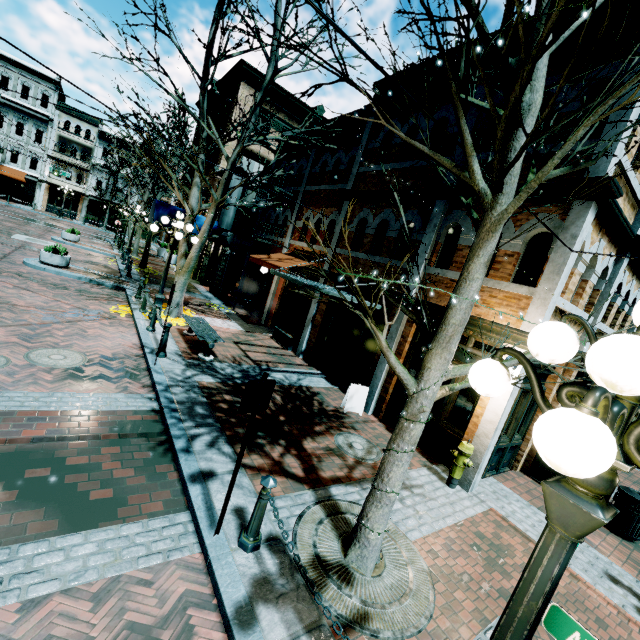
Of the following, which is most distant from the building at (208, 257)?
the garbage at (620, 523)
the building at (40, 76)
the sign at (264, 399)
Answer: the building at (40, 76)

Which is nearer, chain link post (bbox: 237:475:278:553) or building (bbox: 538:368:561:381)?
chain link post (bbox: 237:475:278:553)

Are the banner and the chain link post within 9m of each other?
no

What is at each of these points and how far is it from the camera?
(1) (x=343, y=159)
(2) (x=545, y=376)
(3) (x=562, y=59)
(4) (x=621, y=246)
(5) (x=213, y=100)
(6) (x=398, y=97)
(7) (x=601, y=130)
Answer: (1) building, 12.8 meters
(2) building, 7.9 meters
(3) building, 6.4 meters
(4) building, 7.4 meters
(5) building, 24.6 meters
(6) building, 9.8 meters
(7) building, 5.9 meters

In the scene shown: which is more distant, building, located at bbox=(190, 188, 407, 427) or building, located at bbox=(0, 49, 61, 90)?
building, located at bbox=(0, 49, 61, 90)

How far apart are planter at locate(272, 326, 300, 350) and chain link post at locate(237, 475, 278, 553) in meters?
8.5

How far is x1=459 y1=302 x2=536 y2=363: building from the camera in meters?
6.1 m

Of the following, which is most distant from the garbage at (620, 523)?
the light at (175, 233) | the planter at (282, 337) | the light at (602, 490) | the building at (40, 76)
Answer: the building at (40, 76)
